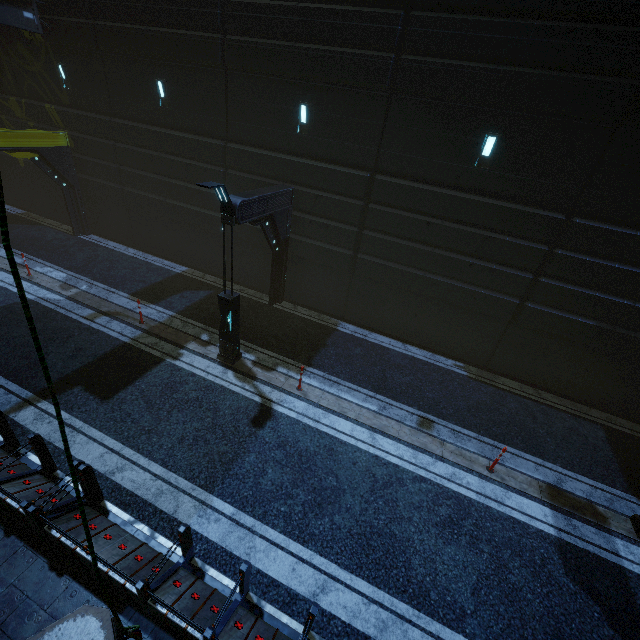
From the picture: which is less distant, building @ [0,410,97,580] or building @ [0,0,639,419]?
building @ [0,410,97,580]

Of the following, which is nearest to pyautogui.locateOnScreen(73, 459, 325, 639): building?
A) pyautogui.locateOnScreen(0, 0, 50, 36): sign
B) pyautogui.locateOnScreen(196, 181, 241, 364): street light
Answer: pyautogui.locateOnScreen(0, 0, 50, 36): sign

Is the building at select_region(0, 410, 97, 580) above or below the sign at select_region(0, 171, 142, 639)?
below

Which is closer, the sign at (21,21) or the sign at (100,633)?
the sign at (100,633)

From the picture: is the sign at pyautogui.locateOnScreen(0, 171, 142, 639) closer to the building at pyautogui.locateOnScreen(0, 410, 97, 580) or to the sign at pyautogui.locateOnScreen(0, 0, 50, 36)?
the building at pyautogui.locateOnScreen(0, 410, 97, 580)

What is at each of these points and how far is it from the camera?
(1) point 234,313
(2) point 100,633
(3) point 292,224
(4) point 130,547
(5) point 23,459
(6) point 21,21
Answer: (1) street light, 9.68m
(2) sign, 1.56m
(3) building, 12.74m
(4) building, 5.65m
(5) building, 6.92m
(6) sign, 12.16m

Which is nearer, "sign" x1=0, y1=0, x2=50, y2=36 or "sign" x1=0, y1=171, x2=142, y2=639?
"sign" x1=0, y1=171, x2=142, y2=639

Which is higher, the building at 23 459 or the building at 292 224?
the building at 292 224
